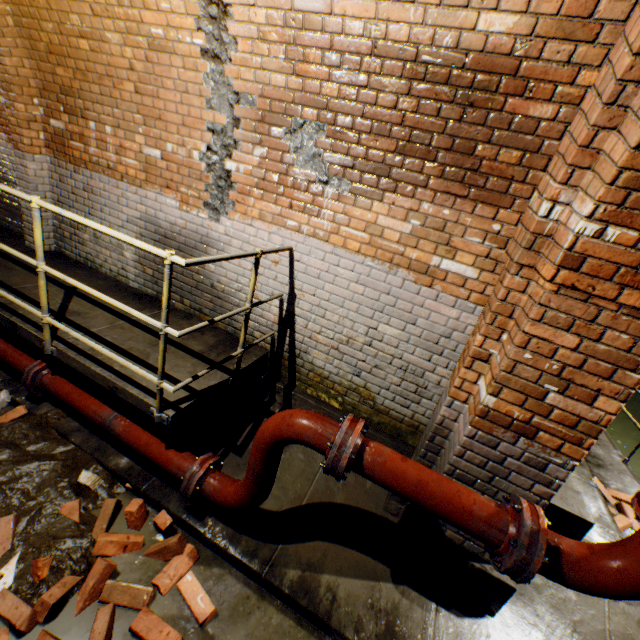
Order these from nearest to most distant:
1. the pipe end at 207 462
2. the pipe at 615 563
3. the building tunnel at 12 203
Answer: the pipe at 615 563
the pipe end at 207 462
the building tunnel at 12 203

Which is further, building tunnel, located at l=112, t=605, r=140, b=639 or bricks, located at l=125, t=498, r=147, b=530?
bricks, located at l=125, t=498, r=147, b=530

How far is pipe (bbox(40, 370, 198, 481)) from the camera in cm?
265

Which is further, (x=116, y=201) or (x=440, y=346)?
(x=116, y=201)

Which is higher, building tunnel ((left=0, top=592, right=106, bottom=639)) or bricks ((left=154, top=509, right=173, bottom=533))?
bricks ((left=154, top=509, right=173, bottom=533))

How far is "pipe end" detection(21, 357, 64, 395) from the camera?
3.05m

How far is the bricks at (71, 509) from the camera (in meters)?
2.48

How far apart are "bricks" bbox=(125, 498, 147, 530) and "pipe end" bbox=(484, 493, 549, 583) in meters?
1.9
